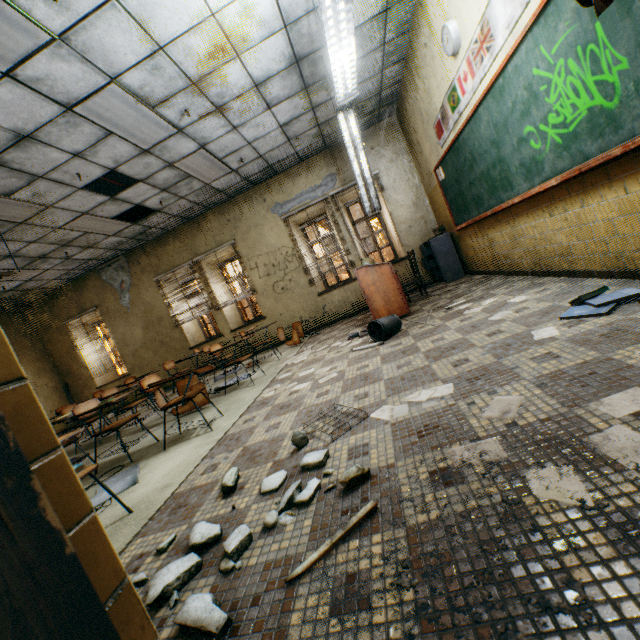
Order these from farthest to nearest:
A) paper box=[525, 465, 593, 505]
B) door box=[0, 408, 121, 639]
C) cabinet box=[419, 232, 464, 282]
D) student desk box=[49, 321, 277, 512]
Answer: cabinet box=[419, 232, 464, 282] < student desk box=[49, 321, 277, 512] < paper box=[525, 465, 593, 505] < door box=[0, 408, 121, 639]

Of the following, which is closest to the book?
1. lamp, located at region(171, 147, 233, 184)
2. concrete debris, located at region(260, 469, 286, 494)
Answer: concrete debris, located at region(260, 469, 286, 494)

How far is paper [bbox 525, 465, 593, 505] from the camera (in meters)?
1.00

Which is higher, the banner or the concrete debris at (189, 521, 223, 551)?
the banner

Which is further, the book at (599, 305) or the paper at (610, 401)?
the book at (599, 305)

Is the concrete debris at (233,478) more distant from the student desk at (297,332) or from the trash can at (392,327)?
the student desk at (297,332)

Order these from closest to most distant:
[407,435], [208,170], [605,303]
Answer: [407,435], [605,303], [208,170]

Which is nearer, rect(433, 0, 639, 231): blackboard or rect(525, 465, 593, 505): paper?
rect(525, 465, 593, 505): paper
